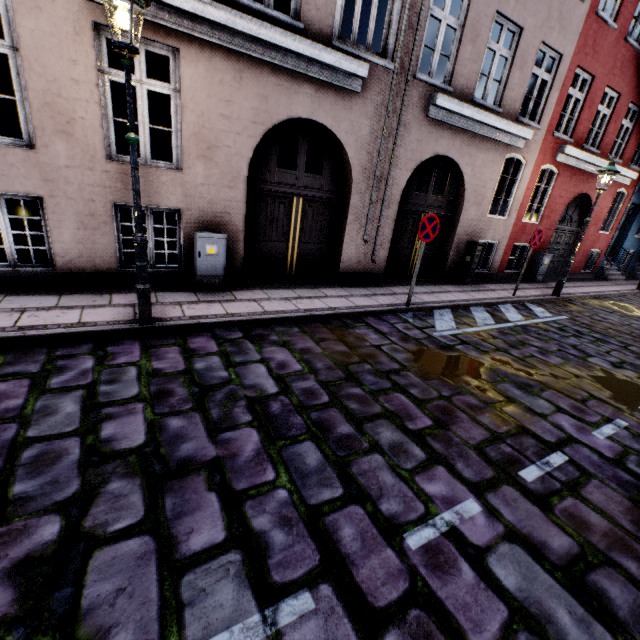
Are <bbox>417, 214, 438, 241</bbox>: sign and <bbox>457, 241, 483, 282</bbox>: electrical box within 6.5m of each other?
yes

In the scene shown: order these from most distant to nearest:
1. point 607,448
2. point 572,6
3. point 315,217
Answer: point 572,6 → point 315,217 → point 607,448

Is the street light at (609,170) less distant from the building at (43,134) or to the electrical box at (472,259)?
the building at (43,134)

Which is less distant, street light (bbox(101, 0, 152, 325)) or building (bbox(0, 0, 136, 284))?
street light (bbox(101, 0, 152, 325))

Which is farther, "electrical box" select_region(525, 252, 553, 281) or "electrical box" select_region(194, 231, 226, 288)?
Answer: "electrical box" select_region(525, 252, 553, 281)

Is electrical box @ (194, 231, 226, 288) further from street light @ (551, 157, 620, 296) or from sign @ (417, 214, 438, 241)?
street light @ (551, 157, 620, 296)

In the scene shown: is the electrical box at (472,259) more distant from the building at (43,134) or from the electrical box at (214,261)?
the electrical box at (214,261)

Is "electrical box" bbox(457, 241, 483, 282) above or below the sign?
below
